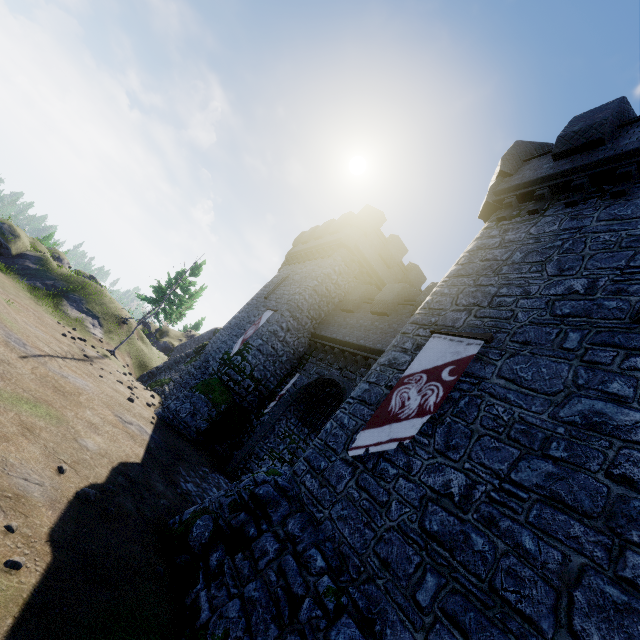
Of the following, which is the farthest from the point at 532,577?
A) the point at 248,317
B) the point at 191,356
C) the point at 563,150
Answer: the point at 191,356

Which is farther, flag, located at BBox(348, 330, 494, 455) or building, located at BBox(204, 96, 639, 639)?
flag, located at BBox(348, 330, 494, 455)

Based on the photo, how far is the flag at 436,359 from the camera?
6.9 meters

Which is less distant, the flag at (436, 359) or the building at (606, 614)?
the building at (606, 614)

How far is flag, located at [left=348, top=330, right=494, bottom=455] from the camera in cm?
693
